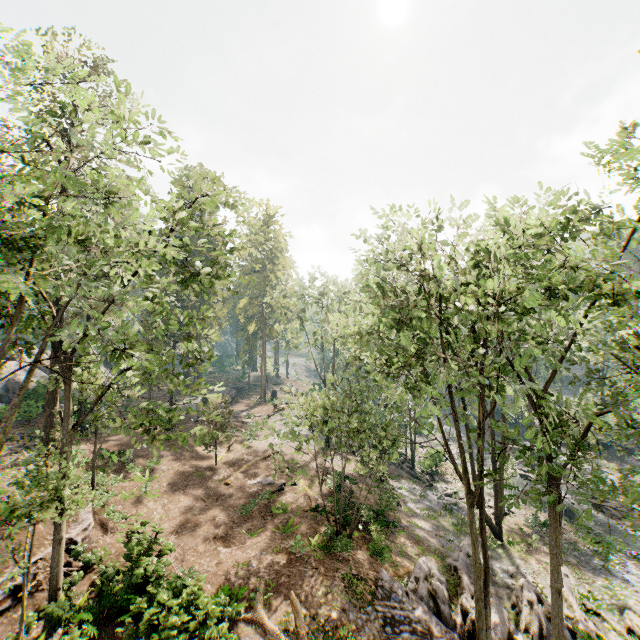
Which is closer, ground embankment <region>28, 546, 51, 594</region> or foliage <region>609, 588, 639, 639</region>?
ground embankment <region>28, 546, 51, 594</region>

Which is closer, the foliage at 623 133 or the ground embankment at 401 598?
the foliage at 623 133

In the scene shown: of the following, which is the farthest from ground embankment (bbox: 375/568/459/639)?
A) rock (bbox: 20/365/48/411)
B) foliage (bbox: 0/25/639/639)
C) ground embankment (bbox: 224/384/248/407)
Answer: rock (bbox: 20/365/48/411)

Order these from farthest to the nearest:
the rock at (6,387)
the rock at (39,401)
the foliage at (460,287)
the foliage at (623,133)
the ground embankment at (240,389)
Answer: the ground embankment at (240,389), the rock at (6,387), the rock at (39,401), the foliage at (623,133), the foliage at (460,287)

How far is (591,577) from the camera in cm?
2080

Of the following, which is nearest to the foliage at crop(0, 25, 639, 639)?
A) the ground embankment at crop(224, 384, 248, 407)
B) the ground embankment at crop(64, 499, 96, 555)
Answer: the ground embankment at crop(224, 384, 248, 407)

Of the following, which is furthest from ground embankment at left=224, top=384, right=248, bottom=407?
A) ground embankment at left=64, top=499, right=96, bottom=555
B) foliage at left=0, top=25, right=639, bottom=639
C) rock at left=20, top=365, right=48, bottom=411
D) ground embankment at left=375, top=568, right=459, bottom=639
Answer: ground embankment at left=375, top=568, right=459, bottom=639

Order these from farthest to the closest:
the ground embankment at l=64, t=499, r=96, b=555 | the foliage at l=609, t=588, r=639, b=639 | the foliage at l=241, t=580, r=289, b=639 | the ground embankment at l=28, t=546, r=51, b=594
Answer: the foliage at l=609, t=588, r=639, b=639 < the ground embankment at l=64, t=499, r=96, b=555 < the ground embankment at l=28, t=546, r=51, b=594 < the foliage at l=241, t=580, r=289, b=639
